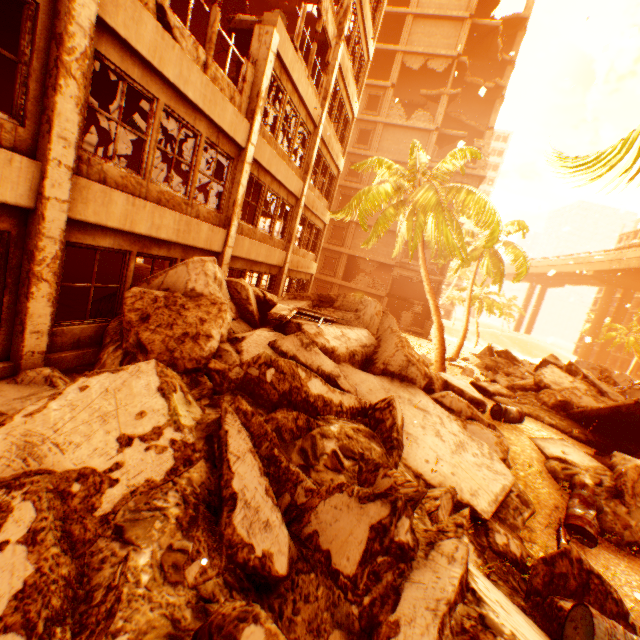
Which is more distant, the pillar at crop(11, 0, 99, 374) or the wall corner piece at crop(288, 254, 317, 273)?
the wall corner piece at crop(288, 254, 317, 273)

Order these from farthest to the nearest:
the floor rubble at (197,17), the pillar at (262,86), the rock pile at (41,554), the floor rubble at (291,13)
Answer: the floor rubble at (291,13)
the floor rubble at (197,17)
the pillar at (262,86)
the rock pile at (41,554)

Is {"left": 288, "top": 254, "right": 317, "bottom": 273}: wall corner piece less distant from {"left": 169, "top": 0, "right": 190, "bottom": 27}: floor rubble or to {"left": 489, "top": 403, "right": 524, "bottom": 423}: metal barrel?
{"left": 169, "top": 0, "right": 190, "bottom": 27}: floor rubble

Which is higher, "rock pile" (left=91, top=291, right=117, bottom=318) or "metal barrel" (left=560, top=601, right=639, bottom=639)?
"rock pile" (left=91, top=291, right=117, bottom=318)

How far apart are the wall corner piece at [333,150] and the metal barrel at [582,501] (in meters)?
14.74

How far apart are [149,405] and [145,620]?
2.0m

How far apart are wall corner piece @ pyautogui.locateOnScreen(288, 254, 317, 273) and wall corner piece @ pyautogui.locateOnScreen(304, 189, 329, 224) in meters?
2.2

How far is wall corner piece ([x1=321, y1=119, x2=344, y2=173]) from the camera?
14.4 meters
